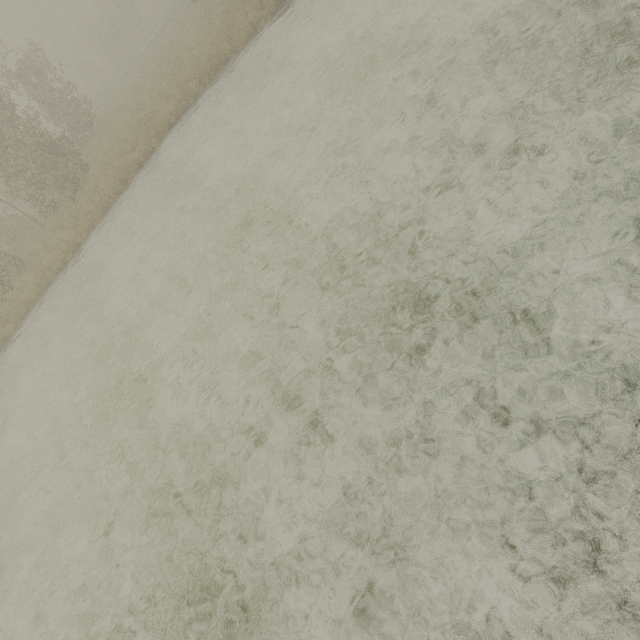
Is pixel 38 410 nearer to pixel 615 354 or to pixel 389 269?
pixel 389 269
